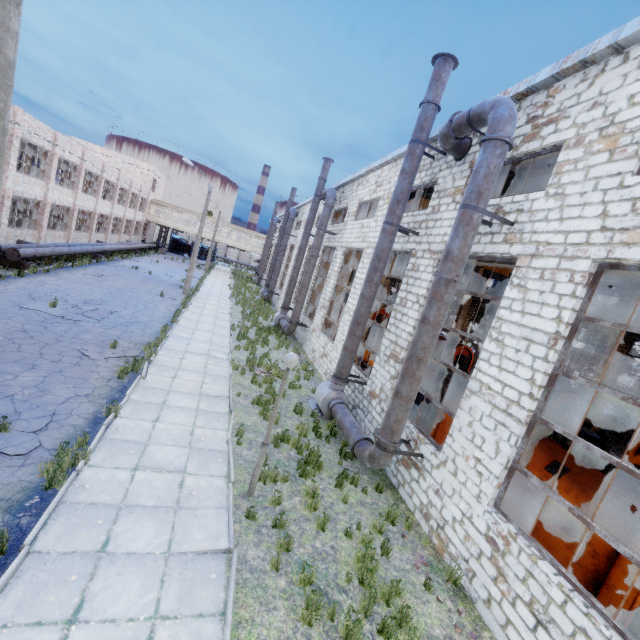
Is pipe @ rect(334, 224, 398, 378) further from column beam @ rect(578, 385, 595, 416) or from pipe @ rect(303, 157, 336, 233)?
column beam @ rect(578, 385, 595, 416)

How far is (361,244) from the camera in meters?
16.1

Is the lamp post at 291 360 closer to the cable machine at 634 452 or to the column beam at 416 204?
the column beam at 416 204

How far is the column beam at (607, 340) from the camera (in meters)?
20.31

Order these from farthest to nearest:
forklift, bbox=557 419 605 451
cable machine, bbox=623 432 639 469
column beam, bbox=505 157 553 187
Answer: cable machine, bbox=623 432 639 469
column beam, bbox=505 157 553 187
forklift, bbox=557 419 605 451

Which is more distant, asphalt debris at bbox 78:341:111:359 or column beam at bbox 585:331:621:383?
column beam at bbox 585:331:621:383

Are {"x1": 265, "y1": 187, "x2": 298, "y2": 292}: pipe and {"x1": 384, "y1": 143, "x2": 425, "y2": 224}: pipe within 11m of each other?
no

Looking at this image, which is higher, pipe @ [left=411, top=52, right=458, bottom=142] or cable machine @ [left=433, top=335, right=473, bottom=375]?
pipe @ [left=411, top=52, right=458, bottom=142]
